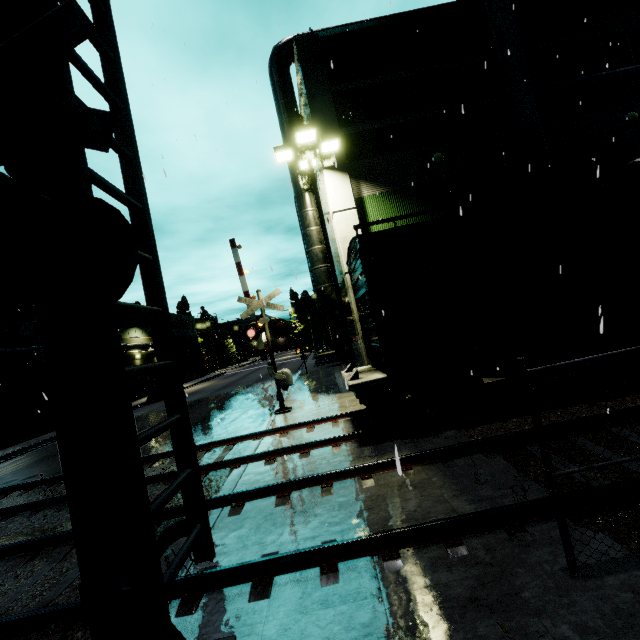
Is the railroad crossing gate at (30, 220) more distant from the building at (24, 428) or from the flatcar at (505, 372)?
the flatcar at (505, 372)

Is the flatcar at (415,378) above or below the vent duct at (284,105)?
below

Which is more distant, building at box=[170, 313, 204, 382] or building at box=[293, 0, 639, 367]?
building at box=[170, 313, 204, 382]

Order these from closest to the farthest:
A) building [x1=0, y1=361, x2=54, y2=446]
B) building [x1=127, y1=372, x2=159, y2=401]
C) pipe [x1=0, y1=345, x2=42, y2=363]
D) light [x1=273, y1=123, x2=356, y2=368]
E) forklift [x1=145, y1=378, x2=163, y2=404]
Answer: light [x1=273, y1=123, x2=356, y2=368], pipe [x1=0, y1=345, x2=42, y2=363], building [x1=0, y1=361, x2=54, y2=446], forklift [x1=145, y1=378, x2=163, y2=404], building [x1=127, y1=372, x2=159, y2=401]

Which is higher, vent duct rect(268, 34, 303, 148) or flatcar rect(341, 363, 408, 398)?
vent duct rect(268, 34, 303, 148)

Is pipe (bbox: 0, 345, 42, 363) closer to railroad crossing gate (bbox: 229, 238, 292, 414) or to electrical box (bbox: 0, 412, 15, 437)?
electrical box (bbox: 0, 412, 15, 437)

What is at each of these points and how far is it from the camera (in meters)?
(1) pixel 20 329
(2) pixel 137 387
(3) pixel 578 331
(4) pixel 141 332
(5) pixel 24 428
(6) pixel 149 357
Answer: (1) building, 23.86
(2) building, 37.28
(3) cargo car, 7.57
(4) building, 40.56
(5) building, 22.81
(6) building, 40.94

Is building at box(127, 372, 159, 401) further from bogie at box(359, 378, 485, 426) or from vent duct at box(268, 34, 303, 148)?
bogie at box(359, 378, 485, 426)
